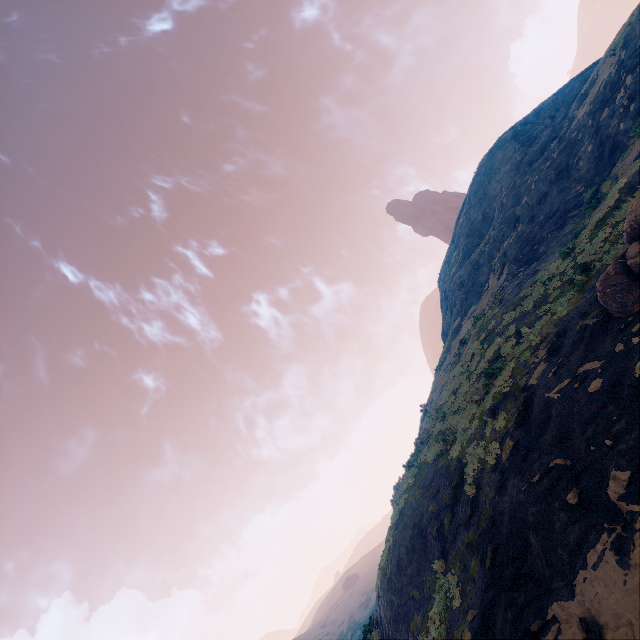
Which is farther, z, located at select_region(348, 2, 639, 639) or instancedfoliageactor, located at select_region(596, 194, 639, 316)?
instancedfoliageactor, located at select_region(596, 194, 639, 316)

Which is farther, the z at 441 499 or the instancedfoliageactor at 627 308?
the instancedfoliageactor at 627 308

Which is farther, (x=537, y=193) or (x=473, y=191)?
(x=473, y=191)
